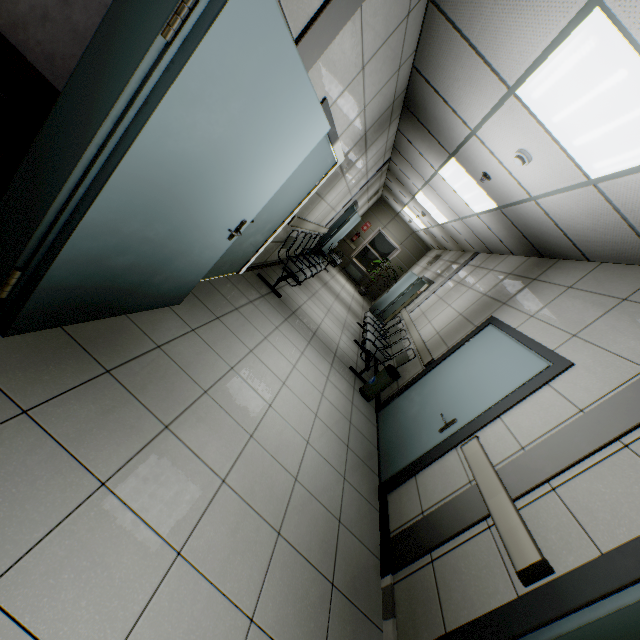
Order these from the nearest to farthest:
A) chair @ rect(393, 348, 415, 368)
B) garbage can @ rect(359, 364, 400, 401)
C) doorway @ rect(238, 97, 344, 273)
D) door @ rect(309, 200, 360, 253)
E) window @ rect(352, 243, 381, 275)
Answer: doorway @ rect(238, 97, 344, 273) → garbage can @ rect(359, 364, 400, 401) → chair @ rect(393, 348, 415, 368) → door @ rect(309, 200, 360, 253) → window @ rect(352, 243, 381, 275)

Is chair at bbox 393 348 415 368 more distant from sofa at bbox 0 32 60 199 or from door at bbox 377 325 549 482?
sofa at bbox 0 32 60 199

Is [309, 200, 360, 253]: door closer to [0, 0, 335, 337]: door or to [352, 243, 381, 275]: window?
[352, 243, 381, 275]: window

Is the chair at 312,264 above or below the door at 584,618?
below

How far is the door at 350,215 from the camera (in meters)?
9.32

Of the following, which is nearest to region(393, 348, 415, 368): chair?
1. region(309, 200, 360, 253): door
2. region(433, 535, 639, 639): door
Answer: region(309, 200, 360, 253): door

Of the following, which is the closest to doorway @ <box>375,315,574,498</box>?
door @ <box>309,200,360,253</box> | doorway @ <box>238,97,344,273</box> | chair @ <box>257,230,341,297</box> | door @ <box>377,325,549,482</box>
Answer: door @ <box>377,325,549,482</box>

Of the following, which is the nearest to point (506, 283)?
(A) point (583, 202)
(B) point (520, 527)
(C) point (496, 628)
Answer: (A) point (583, 202)
